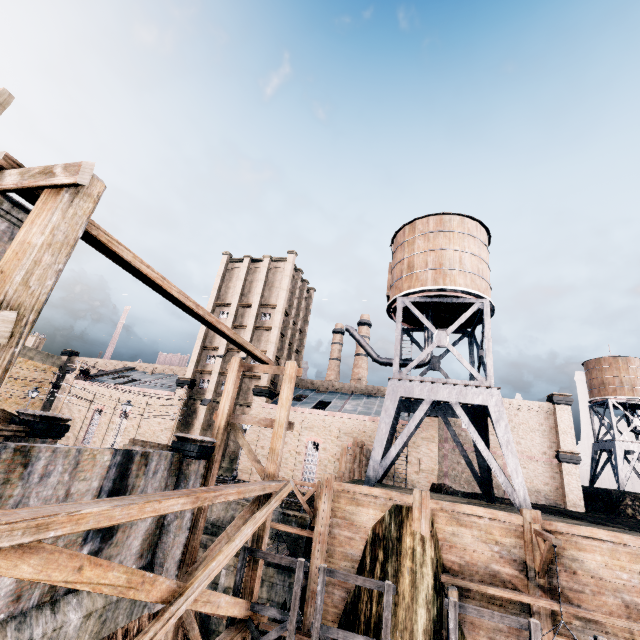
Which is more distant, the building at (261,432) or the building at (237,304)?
the building at (237,304)

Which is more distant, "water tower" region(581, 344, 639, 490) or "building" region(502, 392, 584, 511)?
"water tower" region(581, 344, 639, 490)

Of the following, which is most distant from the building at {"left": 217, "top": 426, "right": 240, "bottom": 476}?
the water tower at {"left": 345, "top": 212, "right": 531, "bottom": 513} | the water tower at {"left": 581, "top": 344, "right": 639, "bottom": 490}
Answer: the water tower at {"left": 581, "top": 344, "right": 639, "bottom": 490}

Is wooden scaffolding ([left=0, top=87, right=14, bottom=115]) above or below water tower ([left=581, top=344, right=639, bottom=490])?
below

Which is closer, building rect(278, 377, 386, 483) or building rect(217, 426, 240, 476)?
building rect(278, 377, 386, 483)

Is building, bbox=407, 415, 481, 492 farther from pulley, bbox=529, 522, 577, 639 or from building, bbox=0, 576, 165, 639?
building, bbox=0, 576, 165, 639

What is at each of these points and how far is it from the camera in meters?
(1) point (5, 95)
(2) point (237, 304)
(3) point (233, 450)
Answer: (1) wooden scaffolding, 4.4
(2) building, 44.4
(3) building, 37.0

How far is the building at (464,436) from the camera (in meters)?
38.72
